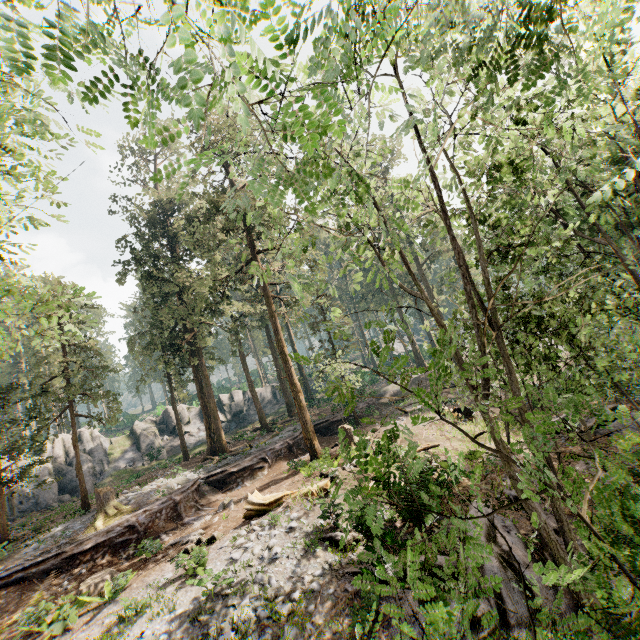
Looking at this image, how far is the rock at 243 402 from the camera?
44.56m

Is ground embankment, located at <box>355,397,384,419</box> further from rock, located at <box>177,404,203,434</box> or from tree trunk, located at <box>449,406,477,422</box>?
rock, located at <box>177,404,203,434</box>

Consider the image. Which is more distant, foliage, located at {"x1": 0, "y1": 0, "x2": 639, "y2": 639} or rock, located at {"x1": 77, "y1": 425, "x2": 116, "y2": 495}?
rock, located at {"x1": 77, "y1": 425, "x2": 116, "y2": 495}

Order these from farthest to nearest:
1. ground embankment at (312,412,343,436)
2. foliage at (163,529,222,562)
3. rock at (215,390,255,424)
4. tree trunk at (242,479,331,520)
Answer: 1. rock at (215,390,255,424)
2. ground embankment at (312,412,343,436)
3. tree trunk at (242,479,331,520)
4. foliage at (163,529,222,562)

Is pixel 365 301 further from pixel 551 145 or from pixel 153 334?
pixel 551 145

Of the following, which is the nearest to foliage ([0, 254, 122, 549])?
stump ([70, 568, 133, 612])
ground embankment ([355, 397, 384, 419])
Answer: ground embankment ([355, 397, 384, 419])

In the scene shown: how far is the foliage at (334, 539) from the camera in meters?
2.5

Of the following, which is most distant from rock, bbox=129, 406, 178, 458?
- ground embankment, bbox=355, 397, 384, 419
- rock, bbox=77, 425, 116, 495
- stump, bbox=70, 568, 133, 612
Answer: stump, bbox=70, 568, 133, 612
